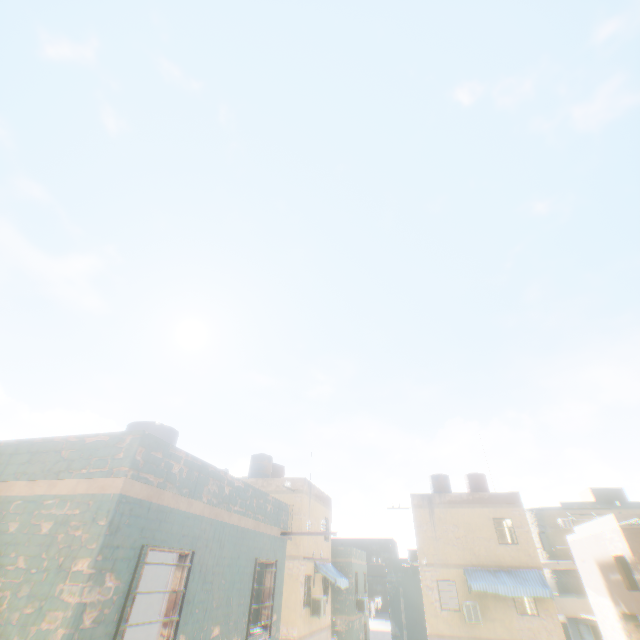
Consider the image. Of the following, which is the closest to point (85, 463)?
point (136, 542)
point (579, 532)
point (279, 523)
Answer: point (136, 542)
